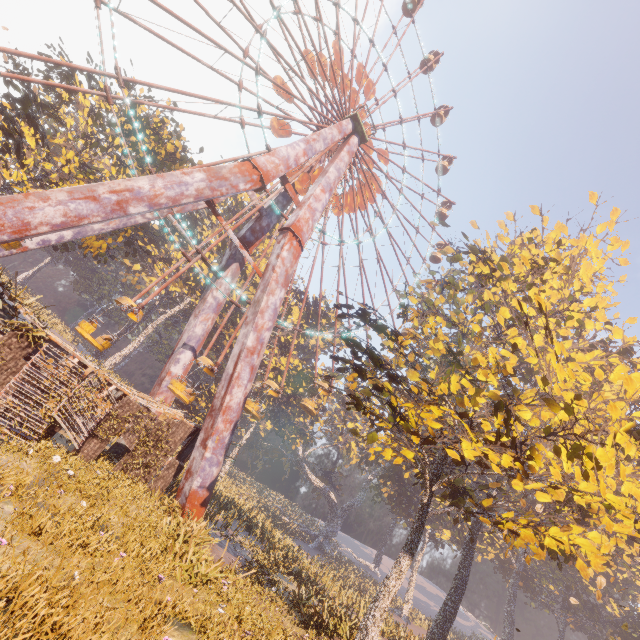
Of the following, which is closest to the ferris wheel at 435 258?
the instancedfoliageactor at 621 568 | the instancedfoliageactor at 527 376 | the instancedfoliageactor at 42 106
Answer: the instancedfoliageactor at 42 106

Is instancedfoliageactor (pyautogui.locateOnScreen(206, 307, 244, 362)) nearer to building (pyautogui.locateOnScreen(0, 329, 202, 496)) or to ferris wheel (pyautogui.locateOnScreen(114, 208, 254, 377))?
building (pyautogui.locateOnScreen(0, 329, 202, 496))

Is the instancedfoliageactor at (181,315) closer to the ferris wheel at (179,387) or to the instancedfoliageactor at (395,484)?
the ferris wheel at (179,387)

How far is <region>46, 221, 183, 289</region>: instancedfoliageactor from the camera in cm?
2362

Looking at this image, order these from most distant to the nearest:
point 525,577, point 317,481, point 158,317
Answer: point 317,481
point 158,317
point 525,577

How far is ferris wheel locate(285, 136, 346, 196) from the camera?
23.25m

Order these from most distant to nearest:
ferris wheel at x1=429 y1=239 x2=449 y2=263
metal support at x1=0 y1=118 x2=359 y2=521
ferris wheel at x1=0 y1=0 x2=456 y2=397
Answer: ferris wheel at x1=429 y1=239 x2=449 y2=263 → ferris wheel at x1=0 y1=0 x2=456 y2=397 → metal support at x1=0 y1=118 x2=359 y2=521
